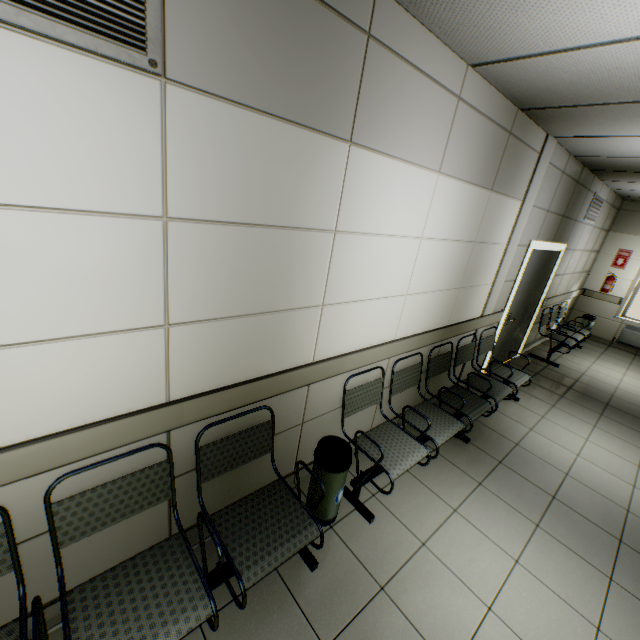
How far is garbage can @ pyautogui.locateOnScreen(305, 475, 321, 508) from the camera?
2.31m

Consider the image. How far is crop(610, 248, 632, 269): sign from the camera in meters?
7.5 m

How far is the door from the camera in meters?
4.8 m

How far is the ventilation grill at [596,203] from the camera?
5.7 meters

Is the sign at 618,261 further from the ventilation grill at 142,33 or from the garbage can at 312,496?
the ventilation grill at 142,33

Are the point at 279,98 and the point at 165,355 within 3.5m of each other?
yes

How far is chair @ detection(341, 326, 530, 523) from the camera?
2.6 meters

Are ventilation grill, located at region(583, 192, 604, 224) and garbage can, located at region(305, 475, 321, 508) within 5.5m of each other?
no
